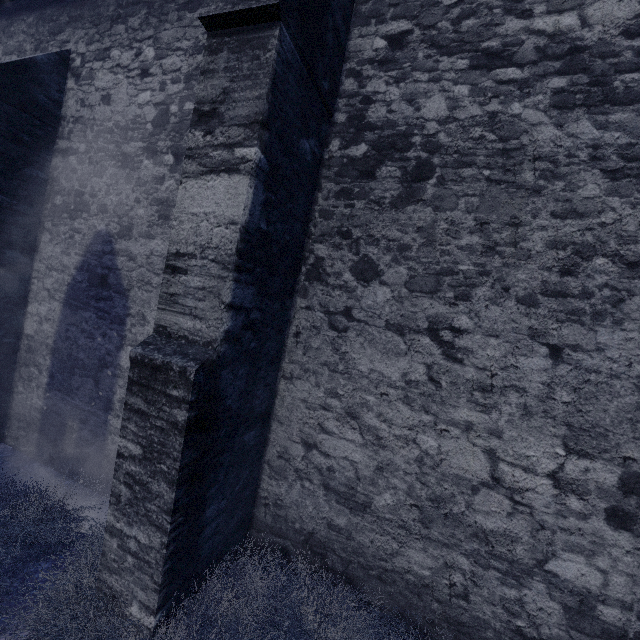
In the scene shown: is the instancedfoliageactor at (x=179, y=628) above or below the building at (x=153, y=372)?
below

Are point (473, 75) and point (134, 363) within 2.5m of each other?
no

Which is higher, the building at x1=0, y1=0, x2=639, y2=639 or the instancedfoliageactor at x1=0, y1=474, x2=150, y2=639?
the building at x1=0, y1=0, x2=639, y2=639
